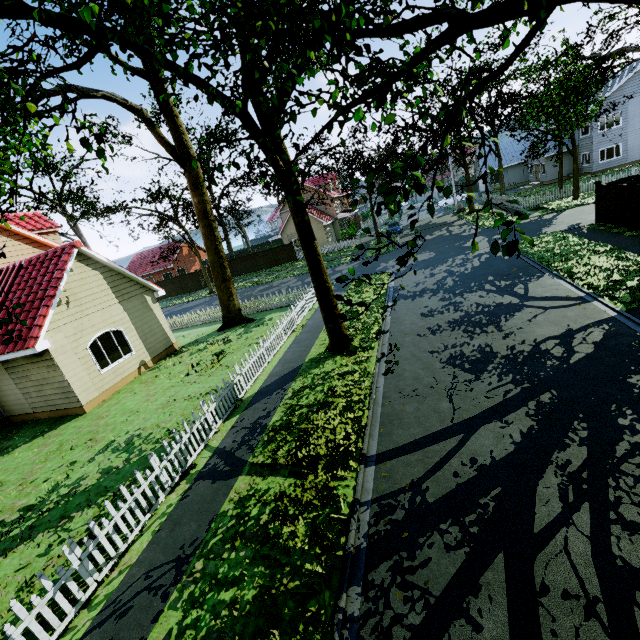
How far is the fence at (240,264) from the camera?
41.28m

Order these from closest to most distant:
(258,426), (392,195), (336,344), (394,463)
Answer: (392,195) → (394,463) → (258,426) → (336,344)

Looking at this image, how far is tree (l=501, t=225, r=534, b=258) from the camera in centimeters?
314cm

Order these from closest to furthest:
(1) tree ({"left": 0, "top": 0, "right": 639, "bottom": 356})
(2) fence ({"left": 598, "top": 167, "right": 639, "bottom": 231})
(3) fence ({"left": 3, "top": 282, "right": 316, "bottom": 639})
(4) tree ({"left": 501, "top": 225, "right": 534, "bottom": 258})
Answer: (4) tree ({"left": 501, "top": 225, "right": 534, "bottom": 258}) < (1) tree ({"left": 0, "top": 0, "right": 639, "bottom": 356}) < (3) fence ({"left": 3, "top": 282, "right": 316, "bottom": 639}) < (2) fence ({"left": 598, "top": 167, "right": 639, "bottom": 231})

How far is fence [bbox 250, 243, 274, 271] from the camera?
40.3 meters

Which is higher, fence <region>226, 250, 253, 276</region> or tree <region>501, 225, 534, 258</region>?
tree <region>501, 225, 534, 258</region>

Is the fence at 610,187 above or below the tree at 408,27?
below
